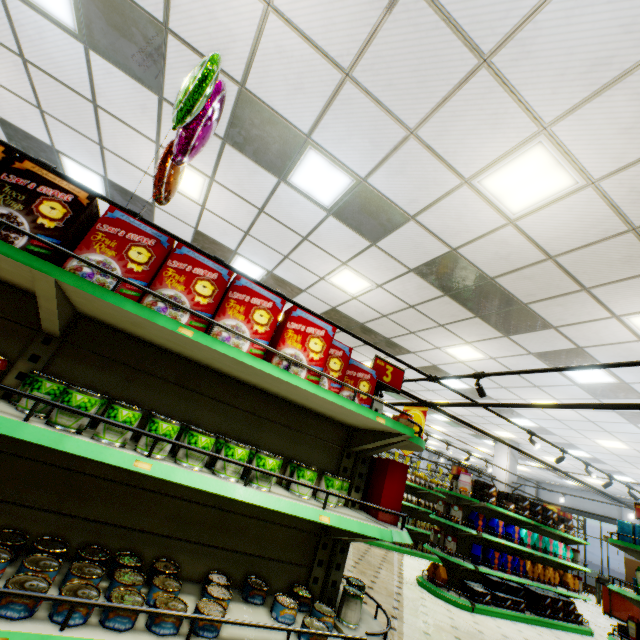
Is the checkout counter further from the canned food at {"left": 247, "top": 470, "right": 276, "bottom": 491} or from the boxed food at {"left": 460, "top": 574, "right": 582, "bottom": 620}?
the canned food at {"left": 247, "top": 470, "right": 276, "bottom": 491}

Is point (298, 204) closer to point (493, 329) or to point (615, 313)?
point (493, 329)

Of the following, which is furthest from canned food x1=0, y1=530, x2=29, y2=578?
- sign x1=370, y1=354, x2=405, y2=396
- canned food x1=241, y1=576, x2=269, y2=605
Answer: sign x1=370, y1=354, x2=405, y2=396

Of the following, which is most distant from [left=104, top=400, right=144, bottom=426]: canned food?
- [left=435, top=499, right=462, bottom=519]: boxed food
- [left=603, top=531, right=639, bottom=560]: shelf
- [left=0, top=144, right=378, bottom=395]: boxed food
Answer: [left=435, top=499, right=462, bottom=519]: boxed food

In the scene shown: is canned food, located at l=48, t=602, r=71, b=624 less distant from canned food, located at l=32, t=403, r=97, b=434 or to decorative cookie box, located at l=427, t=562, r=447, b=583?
canned food, located at l=32, t=403, r=97, b=434

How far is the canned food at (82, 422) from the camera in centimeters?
130cm

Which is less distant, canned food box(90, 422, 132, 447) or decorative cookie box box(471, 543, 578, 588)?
canned food box(90, 422, 132, 447)

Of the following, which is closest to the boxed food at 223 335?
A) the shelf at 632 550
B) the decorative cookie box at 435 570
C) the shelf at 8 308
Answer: the shelf at 8 308
